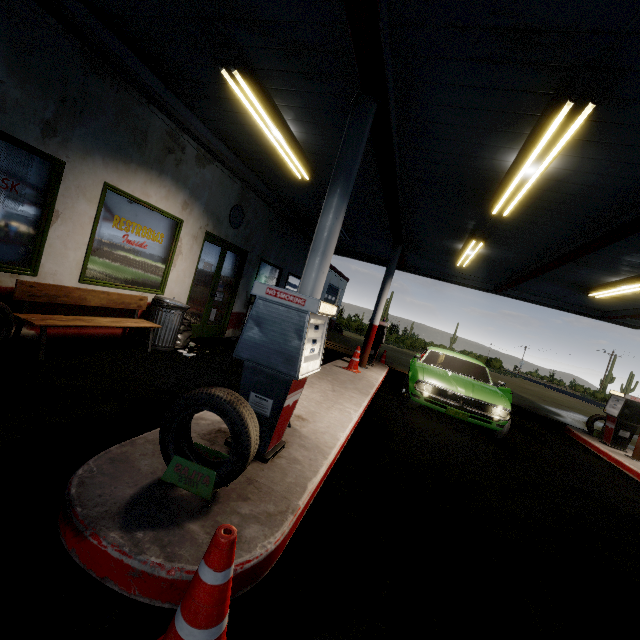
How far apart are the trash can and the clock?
2.5 meters

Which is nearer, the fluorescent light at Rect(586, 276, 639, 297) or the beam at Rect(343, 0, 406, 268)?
the beam at Rect(343, 0, 406, 268)

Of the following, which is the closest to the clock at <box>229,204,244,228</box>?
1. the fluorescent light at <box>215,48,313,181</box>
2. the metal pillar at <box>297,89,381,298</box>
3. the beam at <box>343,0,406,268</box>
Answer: the fluorescent light at <box>215,48,313,181</box>

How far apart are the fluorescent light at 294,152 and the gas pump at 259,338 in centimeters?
277cm

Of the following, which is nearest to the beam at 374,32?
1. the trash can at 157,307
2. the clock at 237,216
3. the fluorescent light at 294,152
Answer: the fluorescent light at 294,152

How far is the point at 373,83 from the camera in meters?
3.4 m

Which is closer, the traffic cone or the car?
the traffic cone

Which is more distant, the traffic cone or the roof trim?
the roof trim
